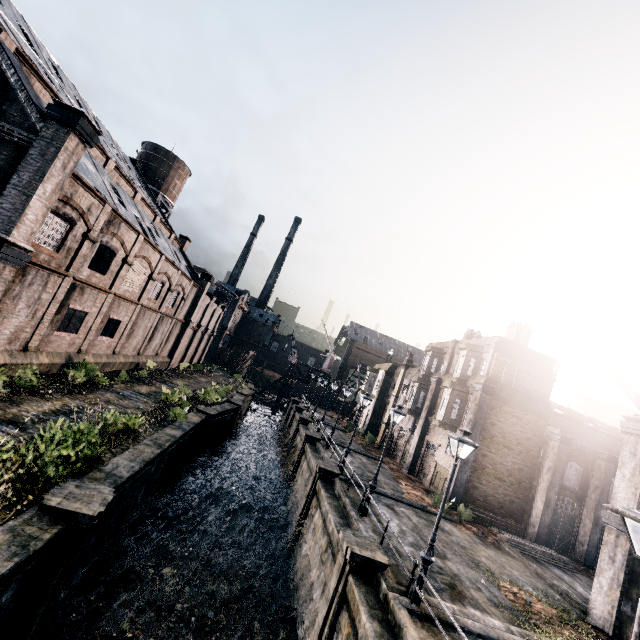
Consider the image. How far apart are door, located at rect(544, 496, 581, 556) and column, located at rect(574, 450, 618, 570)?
0.1m

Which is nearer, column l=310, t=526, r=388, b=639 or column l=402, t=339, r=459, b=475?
column l=310, t=526, r=388, b=639

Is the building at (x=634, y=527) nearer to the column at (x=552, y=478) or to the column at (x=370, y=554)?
the column at (x=552, y=478)

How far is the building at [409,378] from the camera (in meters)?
A: 33.81

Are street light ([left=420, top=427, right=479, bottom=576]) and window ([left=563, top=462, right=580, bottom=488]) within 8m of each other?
no

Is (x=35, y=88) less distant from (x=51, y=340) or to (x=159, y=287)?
(x=51, y=340)

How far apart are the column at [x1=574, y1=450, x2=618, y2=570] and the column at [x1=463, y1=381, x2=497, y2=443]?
8.7m

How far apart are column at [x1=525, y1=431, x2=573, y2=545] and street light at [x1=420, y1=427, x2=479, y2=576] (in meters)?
17.80
